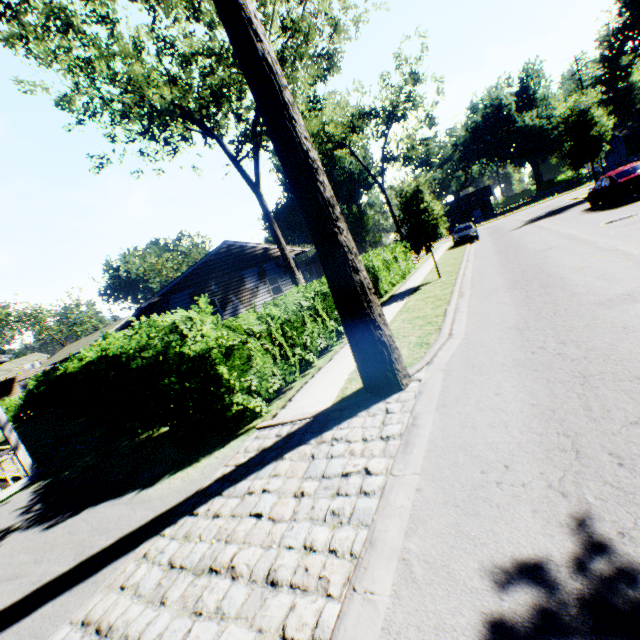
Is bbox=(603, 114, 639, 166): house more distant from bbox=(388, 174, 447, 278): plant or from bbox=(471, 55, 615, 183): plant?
bbox=(388, 174, 447, 278): plant

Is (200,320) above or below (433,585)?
above

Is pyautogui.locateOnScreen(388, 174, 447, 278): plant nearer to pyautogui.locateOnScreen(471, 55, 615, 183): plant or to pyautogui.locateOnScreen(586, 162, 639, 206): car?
pyautogui.locateOnScreen(586, 162, 639, 206): car

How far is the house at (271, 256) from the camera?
19.9m

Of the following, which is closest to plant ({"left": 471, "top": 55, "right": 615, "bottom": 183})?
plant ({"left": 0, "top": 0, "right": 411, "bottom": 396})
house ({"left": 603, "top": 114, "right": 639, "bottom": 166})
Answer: house ({"left": 603, "top": 114, "right": 639, "bottom": 166})

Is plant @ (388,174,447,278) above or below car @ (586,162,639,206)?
above

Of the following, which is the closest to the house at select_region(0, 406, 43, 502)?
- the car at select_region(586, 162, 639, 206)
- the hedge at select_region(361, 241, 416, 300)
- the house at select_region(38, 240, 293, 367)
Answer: the hedge at select_region(361, 241, 416, 300)

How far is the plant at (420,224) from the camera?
14.64m
